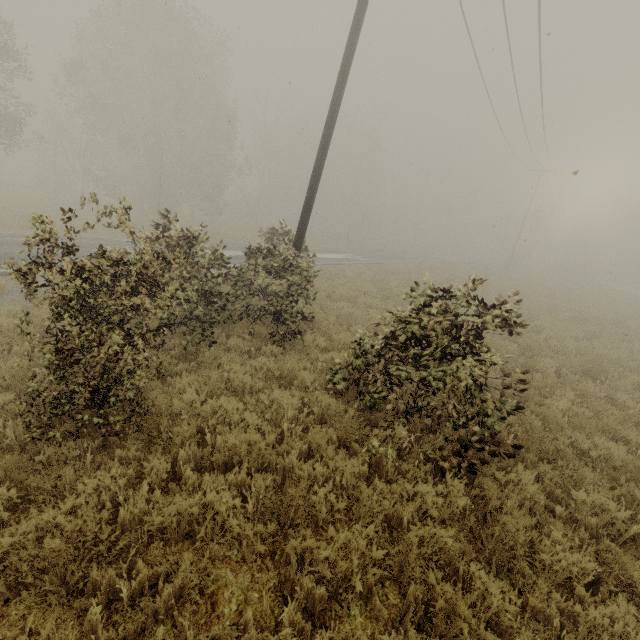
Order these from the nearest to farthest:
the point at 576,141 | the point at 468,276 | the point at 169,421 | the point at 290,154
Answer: the point at 169,421 → the point at 576,141 → the point at 468,276 → the point at 290,154

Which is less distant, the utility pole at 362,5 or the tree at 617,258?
the utility pole at 362,5

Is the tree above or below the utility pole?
below

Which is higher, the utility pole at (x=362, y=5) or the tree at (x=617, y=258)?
the utility pole at (x=362, y=5)

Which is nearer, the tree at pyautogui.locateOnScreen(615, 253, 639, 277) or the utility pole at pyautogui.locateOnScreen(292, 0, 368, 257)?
the utility pole at pyautogui.locateOnScreen(292, 0, 368, 257)
